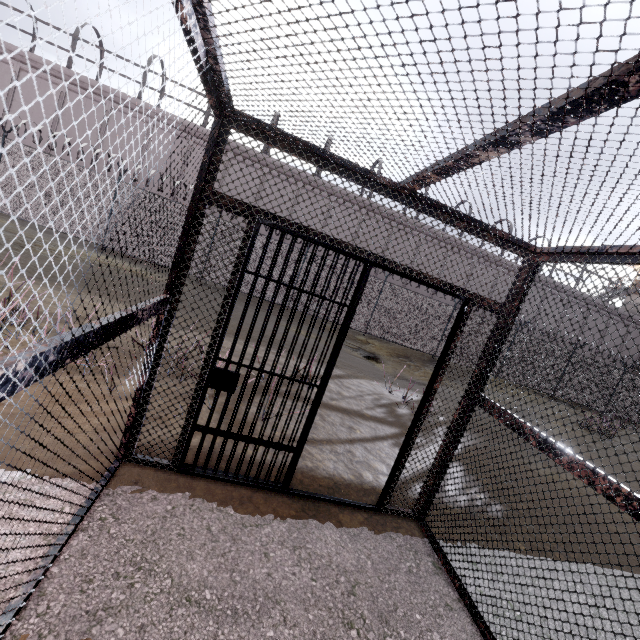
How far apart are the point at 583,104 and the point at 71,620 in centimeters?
328cm

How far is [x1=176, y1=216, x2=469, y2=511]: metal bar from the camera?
2.75m

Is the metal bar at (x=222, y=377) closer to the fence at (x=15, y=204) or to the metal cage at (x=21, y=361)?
the metal cage at (x=21, y=361)

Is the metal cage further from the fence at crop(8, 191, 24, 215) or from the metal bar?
the fence at crop(8, 191, 24, 215)

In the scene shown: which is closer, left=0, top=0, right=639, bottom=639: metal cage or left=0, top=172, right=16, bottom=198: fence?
left=0, top=0, right=639, bottom=639: metal cage

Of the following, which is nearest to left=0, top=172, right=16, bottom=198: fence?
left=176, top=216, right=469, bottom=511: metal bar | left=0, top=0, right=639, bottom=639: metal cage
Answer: left=0, top=0, right=639, bottom=639: metal cage

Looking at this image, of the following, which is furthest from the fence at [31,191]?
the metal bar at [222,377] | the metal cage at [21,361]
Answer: the metal bar at [222,377]
